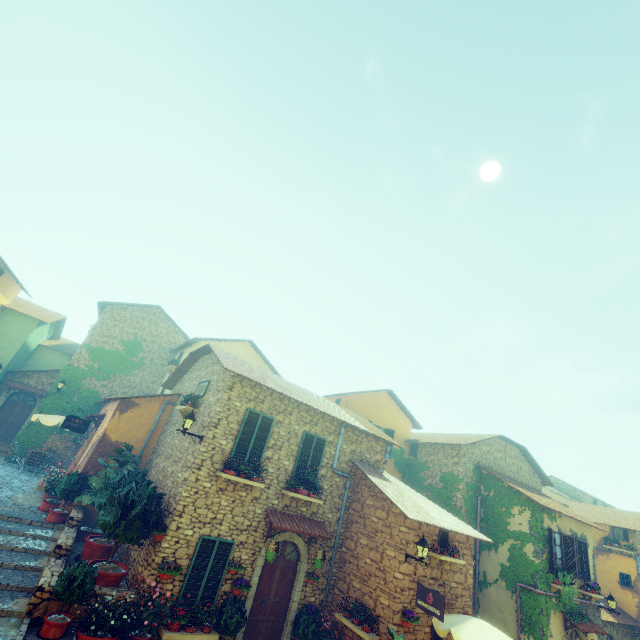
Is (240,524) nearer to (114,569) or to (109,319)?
(114,569)

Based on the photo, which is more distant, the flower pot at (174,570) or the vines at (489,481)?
the vines at (489,481)

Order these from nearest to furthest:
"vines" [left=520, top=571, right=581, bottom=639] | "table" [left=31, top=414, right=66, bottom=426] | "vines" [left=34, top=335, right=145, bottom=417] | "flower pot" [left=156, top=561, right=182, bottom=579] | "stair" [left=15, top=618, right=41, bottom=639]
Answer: "stair" [left=15, top=618, right=41, bottom=639] < "flower pot" [left=156, top=561, right=182, bottom=579] < "vines" [left=520, top=571, right=581, bottom=639] < "table" [left=31, top=414, right=66, bottom=426] < "vines" [left=34, top=335, right=145, bottom=417]

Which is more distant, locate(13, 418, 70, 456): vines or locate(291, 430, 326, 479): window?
locate(13, 418, 70, 456): vines

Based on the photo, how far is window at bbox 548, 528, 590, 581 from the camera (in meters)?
14.44

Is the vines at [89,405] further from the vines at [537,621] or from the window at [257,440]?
the vines at [537,621]

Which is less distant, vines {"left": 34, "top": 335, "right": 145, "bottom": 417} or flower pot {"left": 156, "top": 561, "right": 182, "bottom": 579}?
flower pot {"left": 156, "top": 561, "right": 182, "bottom": 579}

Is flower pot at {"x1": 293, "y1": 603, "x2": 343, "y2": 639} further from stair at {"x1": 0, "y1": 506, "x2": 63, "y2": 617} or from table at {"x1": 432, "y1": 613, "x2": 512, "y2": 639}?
table at {"x1": 432, "y1": 613, "x2": 512, "y2": 639}
